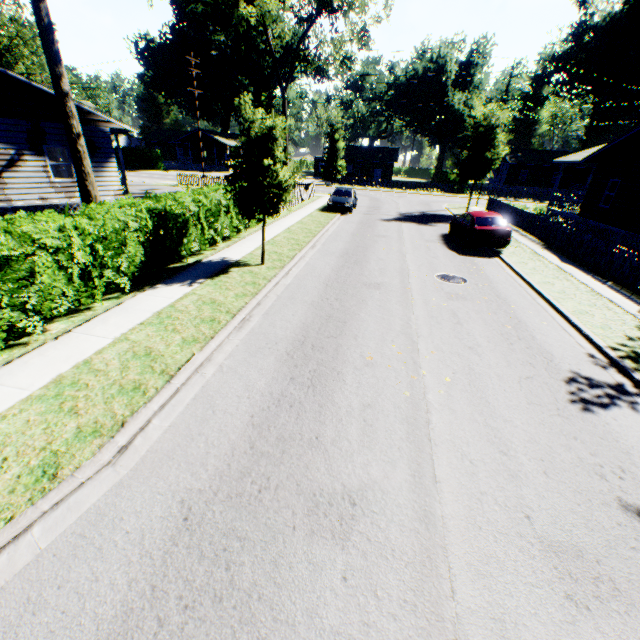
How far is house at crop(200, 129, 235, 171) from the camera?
56.2 meters

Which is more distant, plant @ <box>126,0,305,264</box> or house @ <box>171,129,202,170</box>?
house @ <box>171,129,202,170</box>

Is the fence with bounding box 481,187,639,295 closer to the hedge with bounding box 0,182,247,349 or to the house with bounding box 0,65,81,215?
the hedge with bounding box 0,182,247,349

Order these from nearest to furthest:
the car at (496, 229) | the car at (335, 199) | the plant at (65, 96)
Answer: the plant at (65, 96) → the car at (496, 229) → the car at (335, 199)

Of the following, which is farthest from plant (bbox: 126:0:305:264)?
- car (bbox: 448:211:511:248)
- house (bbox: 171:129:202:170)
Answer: house (bbox: 171:129:202:170)

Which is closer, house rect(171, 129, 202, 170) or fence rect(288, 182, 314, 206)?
fence rect(288, 182, 314, 206)

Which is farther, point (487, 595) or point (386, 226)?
point (386, 226)

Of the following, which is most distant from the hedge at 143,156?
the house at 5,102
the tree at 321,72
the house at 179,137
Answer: the tree at 321,72
